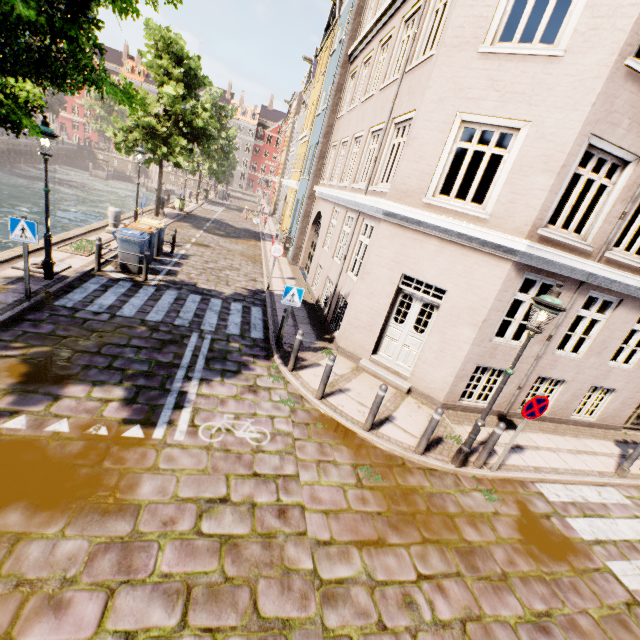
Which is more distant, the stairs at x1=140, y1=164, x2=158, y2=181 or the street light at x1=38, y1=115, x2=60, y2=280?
the stairs at x1=140, y1=164, x2=158, y2=181

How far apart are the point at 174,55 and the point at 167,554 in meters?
21.8 m

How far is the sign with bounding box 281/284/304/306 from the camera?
7.8m

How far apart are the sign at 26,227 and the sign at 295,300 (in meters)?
5.41

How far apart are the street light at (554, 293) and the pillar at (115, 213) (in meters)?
15.53

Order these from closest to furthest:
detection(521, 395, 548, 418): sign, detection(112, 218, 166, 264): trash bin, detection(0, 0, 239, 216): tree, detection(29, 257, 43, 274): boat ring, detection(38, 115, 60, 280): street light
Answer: detection(0, 0, 239, 216): tree, detection(521, 395, 548, 418): sign, detection(38, 115, 60, 280): street light, detection(29, 257, 43, 274): boat ring, detection(112, 218, 166, 264): trash bin

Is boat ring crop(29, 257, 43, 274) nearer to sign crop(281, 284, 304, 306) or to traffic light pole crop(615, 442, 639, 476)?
sign crop(281, 284, 304, 306)

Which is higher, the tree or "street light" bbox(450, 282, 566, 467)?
the tree
